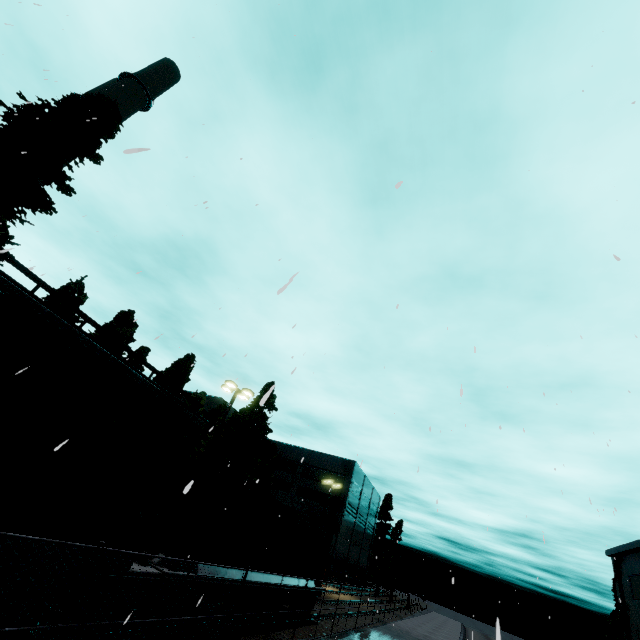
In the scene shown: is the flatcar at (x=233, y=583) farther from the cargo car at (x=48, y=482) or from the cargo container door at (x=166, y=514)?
the cargo car at (x=48, y=482)

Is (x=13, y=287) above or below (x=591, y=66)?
below

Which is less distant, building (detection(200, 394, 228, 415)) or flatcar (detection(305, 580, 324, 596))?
flatcar (detection(305, 580, 324, 596))

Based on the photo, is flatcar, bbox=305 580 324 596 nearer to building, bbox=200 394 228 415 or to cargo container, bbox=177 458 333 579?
cargo container, bbox=177 458 333 579

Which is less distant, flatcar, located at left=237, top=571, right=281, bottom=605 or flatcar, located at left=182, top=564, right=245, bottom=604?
flatcar, located at left=182, top=564, right=245, bottom=604

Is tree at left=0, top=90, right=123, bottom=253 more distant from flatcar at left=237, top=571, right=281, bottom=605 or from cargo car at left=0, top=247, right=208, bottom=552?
flatcar at left=237, top=571, right=281, bottom=605

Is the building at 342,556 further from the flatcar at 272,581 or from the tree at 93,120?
the tree at 93,120

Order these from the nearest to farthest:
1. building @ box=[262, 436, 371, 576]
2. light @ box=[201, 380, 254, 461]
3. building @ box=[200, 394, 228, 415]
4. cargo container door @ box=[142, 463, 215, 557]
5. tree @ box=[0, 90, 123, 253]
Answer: cargo container door @ box=[142, 463, 215, 557] < tree @ box=[0, 90, 123, 253] < light @ box=[201, 380, 254, 461] < building @ box=[200, 394, 228, 415] < building @ box=[262, 436, 371, 576]
